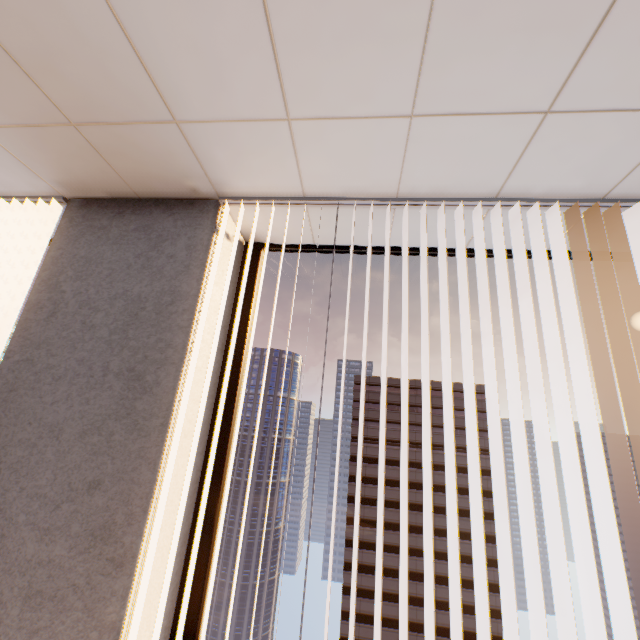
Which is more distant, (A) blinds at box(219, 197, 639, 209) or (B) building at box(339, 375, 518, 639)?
(B) building at box(339, 375, 518, 639)

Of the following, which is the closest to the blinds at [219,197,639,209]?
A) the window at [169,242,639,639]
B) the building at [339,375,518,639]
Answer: the window at [169,242,639,639]

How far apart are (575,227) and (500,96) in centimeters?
105cm

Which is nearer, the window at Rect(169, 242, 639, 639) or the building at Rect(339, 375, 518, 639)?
the window at Rect(169, 242, 639, 639)

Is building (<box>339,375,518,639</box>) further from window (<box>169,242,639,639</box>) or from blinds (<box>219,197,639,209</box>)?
blinds (<box>219,197,639,209</box>)

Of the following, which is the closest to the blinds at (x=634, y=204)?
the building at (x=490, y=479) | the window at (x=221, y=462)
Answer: the window at (x=221, y=462)

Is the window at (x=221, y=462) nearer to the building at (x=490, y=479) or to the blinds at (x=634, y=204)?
the blinds at (x=634, y=204)
